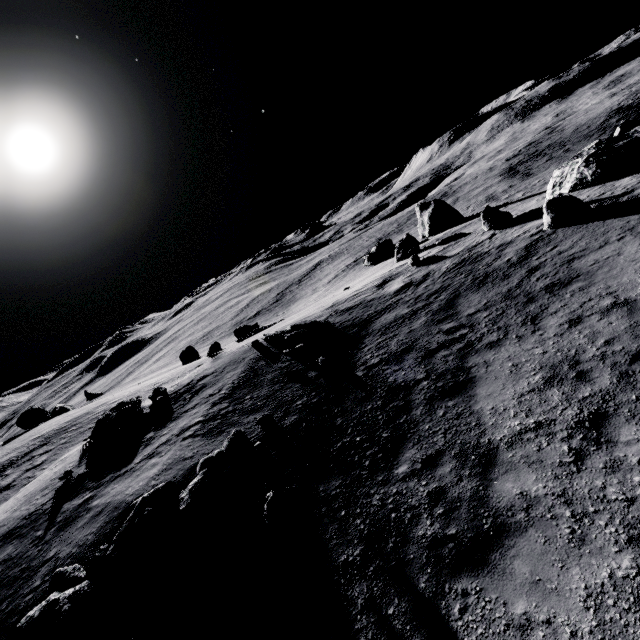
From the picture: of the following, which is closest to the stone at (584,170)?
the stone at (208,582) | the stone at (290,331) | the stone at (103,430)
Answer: the stone at (290,331)

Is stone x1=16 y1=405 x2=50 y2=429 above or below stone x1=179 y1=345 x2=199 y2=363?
above

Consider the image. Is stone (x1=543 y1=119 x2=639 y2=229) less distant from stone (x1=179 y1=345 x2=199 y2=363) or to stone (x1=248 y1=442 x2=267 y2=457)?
stone (x1=248 y1=442 x2=267 y2=457)

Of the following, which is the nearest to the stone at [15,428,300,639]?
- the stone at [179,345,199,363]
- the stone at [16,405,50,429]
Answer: the stone at [179,345,199,363]

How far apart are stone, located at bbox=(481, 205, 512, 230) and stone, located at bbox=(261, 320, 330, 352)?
11.34m

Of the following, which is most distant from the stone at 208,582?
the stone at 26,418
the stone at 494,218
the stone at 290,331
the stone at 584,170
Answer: the stone at 26,418

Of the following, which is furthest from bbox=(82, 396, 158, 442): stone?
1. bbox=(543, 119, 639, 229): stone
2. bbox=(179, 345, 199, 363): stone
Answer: bbox=(543, 119, 639, 229): stone

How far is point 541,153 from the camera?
56.0m
